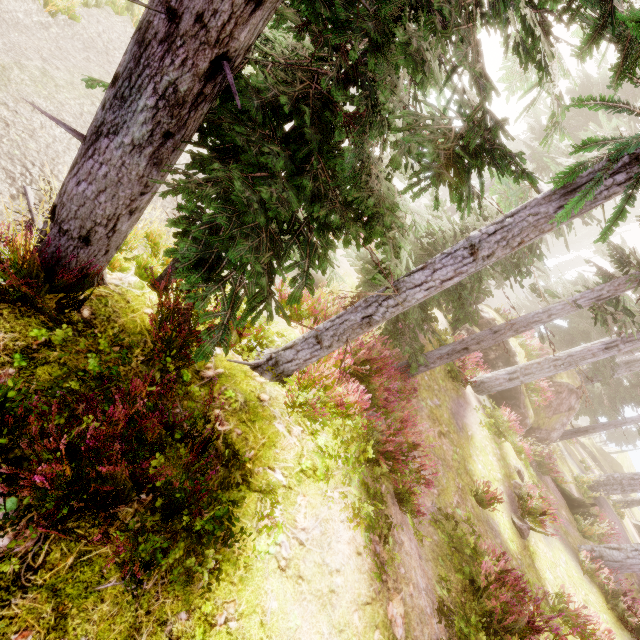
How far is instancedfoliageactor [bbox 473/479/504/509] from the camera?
8.8 meters

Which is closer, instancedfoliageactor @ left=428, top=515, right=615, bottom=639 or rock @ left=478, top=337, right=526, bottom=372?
instancedfoliageactor @ left=428, top=515, right=615, bottom=639

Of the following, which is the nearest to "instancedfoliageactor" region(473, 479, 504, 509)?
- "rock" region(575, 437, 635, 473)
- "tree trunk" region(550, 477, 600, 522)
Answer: "rock" region(575, 437, 635, 473)

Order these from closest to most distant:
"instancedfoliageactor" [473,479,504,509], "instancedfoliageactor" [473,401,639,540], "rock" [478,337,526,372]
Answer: "instancedfoliageactor" [473,479,504,509] → "instancedfoliageactor" [473,401,639,540] → "rock" [478,337,526,372]

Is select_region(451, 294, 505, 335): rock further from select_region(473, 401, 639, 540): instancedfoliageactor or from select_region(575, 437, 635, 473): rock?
select_region(575, 437, 635, 473): rock

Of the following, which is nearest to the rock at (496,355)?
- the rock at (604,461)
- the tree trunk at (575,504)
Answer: the tree trunk at (575,504)

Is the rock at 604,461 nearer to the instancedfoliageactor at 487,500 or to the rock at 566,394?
the instancedfoliageactor at 487,500

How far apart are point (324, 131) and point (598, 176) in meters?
2.2 m
